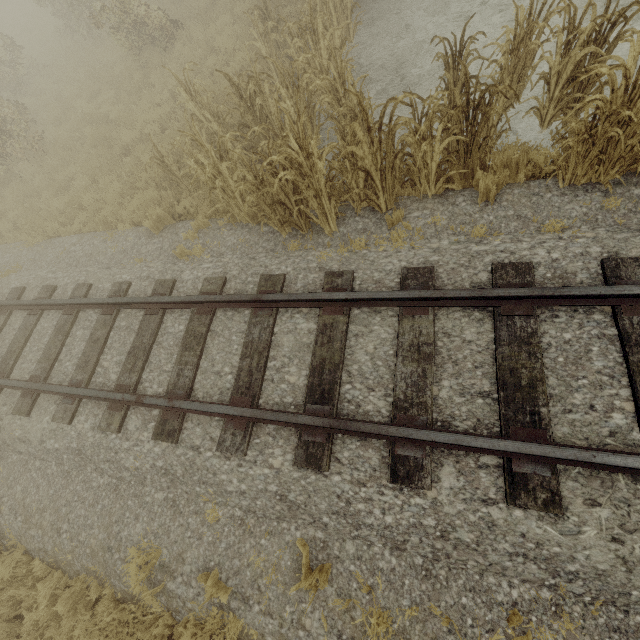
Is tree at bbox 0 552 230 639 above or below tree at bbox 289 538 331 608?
below

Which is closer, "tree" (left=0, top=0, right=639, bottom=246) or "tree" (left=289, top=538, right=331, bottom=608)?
"tree" (left=289, top=538, right=331, bottom=608)

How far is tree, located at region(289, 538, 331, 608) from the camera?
2.99m

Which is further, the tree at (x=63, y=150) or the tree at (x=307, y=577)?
the tree at (x=63, y=150)

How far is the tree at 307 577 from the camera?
2.99m

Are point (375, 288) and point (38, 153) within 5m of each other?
no
